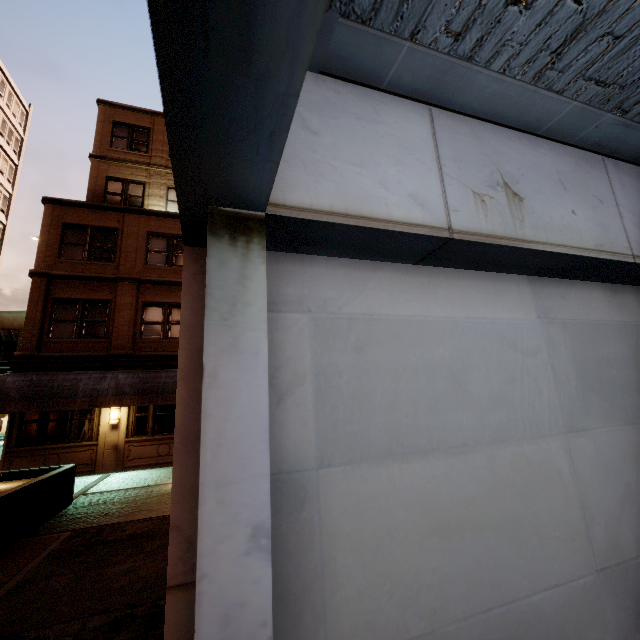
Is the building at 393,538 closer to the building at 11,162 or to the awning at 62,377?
the awning at 62,377

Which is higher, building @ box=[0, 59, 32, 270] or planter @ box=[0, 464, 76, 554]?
building @ box=[0, 59, 32, 270]

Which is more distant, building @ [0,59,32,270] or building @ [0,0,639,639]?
building @ [0,59,32,270]

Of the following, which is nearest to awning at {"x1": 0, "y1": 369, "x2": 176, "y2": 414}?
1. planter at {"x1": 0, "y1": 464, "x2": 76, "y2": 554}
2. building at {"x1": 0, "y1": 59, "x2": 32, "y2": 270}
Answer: planter at {"x1": 0, "y1": 464, "x2": 76, "y2": 554}

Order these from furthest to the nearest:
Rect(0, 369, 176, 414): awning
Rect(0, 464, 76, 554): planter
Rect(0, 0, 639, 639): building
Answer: Rect(0, 369, 176, 414): awning, Rect(0, 464, 76, 554): planter, Rect(0, 0, 639, 639): building

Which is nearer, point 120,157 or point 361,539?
point 361,539

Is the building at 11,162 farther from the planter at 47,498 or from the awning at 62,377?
the planter at 47,498

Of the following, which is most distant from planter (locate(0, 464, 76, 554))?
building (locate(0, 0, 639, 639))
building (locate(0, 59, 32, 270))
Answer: building (locate(0, 59, 32, 270))
